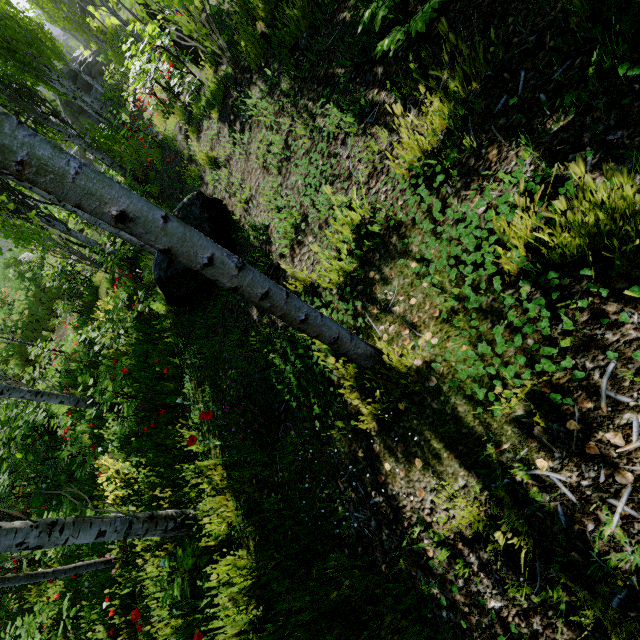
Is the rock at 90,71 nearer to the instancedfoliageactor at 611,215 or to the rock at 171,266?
the instancedfoliageactor at 611,215

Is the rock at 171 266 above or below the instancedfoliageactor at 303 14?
below

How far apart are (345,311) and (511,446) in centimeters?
136cm

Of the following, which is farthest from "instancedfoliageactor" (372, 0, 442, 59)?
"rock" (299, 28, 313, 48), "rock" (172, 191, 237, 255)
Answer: "rock" (172, 191, 237, 255)

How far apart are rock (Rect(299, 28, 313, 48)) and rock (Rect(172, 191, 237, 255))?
2.1 meters

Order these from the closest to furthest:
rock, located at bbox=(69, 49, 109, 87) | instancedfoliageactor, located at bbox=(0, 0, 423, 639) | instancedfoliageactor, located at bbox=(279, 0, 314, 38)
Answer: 1. instancedfoliageactor, located at bbox=(0, 0, 423, 639)
2. instancedfoliageactor, located at bbox=(279, 0, 314, 38)
3. rock, located at bbox=(69, 49, 109, 87)

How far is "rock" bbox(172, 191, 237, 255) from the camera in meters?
4.0 m

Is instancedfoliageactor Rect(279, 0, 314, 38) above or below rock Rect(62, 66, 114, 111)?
below
